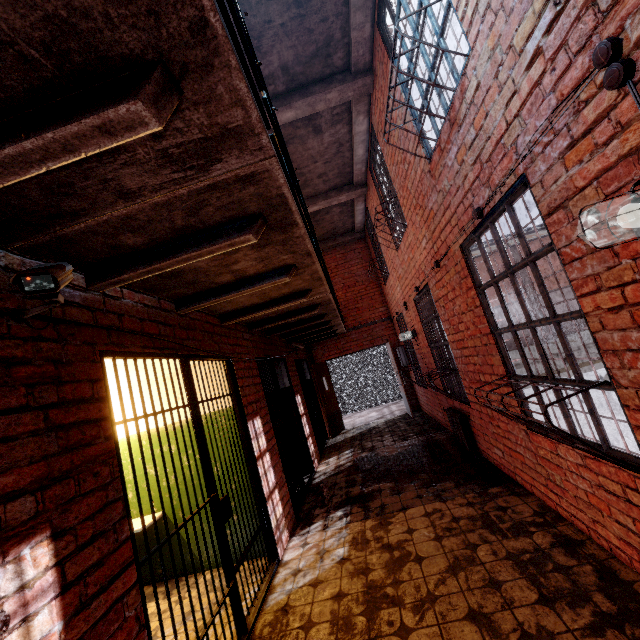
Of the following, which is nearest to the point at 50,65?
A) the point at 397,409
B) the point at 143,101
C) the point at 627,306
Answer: the point at 143,101

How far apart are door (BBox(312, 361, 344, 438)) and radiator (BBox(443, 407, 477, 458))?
4.1m

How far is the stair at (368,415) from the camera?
10.1 meters

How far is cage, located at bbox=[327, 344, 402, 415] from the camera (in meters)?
12.85

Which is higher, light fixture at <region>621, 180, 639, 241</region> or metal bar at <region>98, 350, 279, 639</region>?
light fixture at <region>621, 180, 639, 241</region>

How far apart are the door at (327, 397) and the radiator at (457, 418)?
4.11m

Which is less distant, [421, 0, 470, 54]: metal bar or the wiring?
the wiring

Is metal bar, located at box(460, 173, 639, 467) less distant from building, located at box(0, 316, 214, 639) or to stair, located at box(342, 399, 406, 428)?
building, located at box(0, 316, 214, 639)
